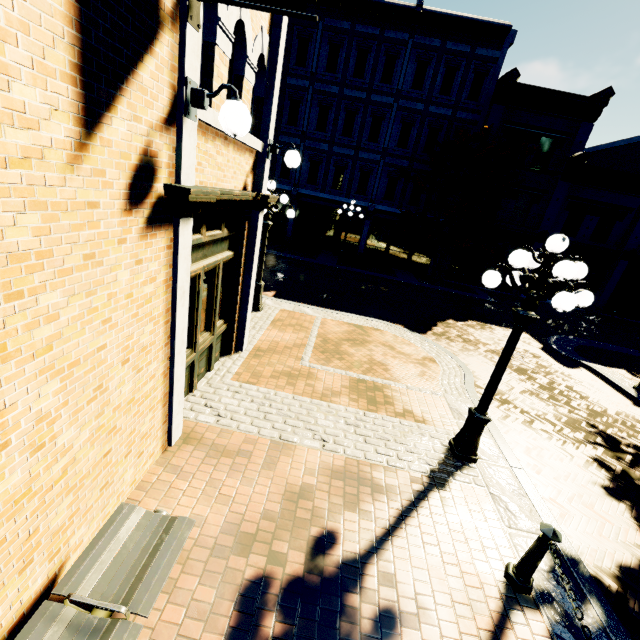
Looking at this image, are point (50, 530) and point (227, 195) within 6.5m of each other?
yes

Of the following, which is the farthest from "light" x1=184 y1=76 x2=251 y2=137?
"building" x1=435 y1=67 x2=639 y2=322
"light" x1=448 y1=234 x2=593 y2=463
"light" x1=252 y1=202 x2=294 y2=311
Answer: "building" x1=435 y1=67 x2=639 y2=322

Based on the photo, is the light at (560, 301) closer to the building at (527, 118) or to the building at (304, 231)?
the building at (304, 231)

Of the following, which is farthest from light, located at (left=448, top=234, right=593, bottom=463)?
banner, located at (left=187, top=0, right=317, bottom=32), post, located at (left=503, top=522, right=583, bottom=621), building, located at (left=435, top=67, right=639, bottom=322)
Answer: building, located at (left=435, top=67, right=639, bottom=322)

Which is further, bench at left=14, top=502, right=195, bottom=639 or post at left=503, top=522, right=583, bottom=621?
post at left=503, top=522, right=583, bottom=621

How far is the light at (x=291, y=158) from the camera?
5.8 meters

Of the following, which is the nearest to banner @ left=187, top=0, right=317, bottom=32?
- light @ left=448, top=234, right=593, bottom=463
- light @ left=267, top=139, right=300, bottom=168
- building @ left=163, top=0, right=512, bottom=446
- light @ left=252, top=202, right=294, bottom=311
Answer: building @ left=163, top=0, right=512, bottom=446

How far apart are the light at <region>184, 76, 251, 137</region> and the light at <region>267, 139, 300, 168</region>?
2.7 meters
